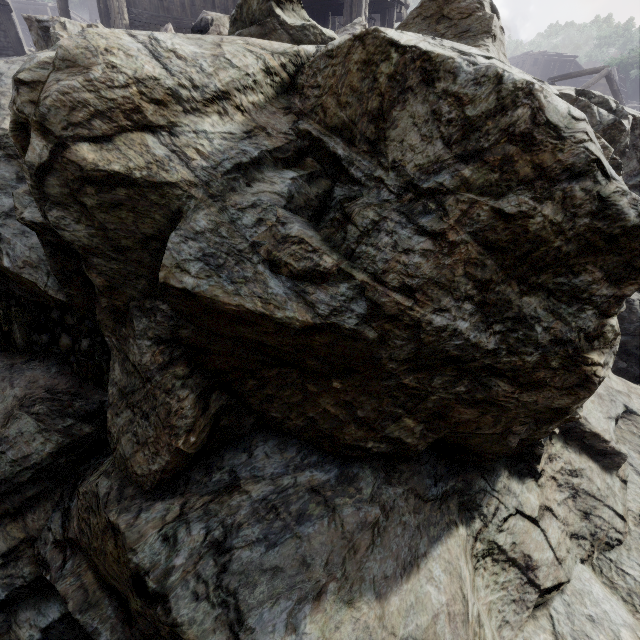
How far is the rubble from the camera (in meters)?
4.68

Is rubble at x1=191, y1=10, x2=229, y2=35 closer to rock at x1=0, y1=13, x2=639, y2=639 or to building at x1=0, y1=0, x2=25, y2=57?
rock at x1=0, y1=13, x2=639, y2=639

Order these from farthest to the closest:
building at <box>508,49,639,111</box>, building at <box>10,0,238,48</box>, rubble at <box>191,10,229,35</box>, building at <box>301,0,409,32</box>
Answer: building at <box>508,49,639,111</box> → building at <box>10,0,238,48</box> → building at <box>301,0,409,32</box> → rubble at <box>191,10,229,35</box>

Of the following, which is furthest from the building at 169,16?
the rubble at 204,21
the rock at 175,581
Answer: the rubble at 204,21

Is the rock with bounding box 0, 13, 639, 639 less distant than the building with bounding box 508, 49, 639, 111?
Yes

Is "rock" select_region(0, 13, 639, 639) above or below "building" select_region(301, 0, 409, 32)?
below

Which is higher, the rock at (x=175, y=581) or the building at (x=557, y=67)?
the building at (x=557, y=67)

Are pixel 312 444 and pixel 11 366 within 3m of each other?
no
